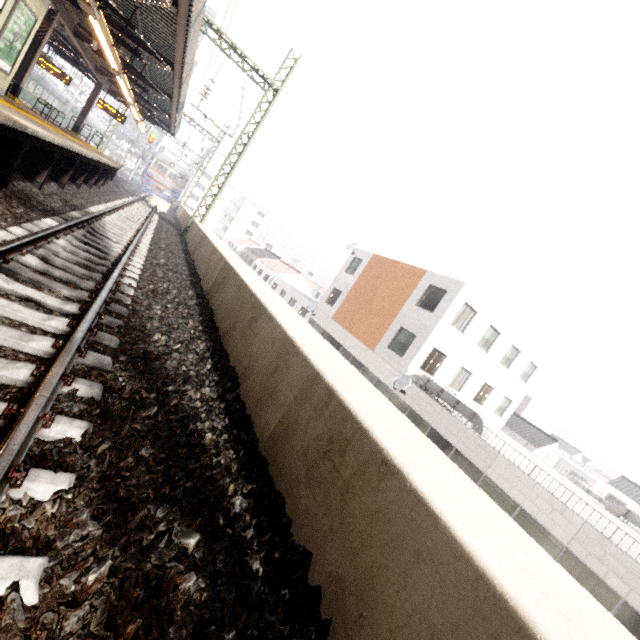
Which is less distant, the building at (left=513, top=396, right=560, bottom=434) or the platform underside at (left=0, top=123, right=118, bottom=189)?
the platform underside at (left=0, top=123, right=118, bottom=189)

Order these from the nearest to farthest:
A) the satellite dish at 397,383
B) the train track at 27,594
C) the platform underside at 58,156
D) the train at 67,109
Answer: the train track at 27,594 → the platform underside at 58,156 → the satellite dish at 397,383 → the train at 67,109

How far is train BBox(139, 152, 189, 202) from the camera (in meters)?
33.44

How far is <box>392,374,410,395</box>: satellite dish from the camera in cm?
1634

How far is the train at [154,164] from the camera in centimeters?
3344cm

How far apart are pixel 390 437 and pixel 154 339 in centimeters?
307cm

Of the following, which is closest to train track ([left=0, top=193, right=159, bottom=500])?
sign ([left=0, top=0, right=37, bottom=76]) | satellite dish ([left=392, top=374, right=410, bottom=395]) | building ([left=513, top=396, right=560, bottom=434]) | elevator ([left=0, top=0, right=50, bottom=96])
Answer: elevator ([left=0, top=0, right=50, bottom=96])

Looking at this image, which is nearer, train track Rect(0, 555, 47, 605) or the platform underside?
train track Rect(0, 555, 47, 605)
